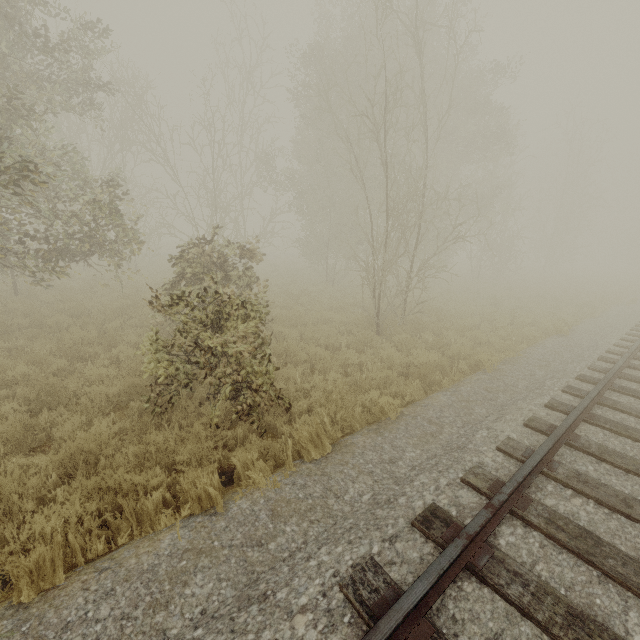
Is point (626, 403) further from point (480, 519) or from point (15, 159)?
point (15, 159)
